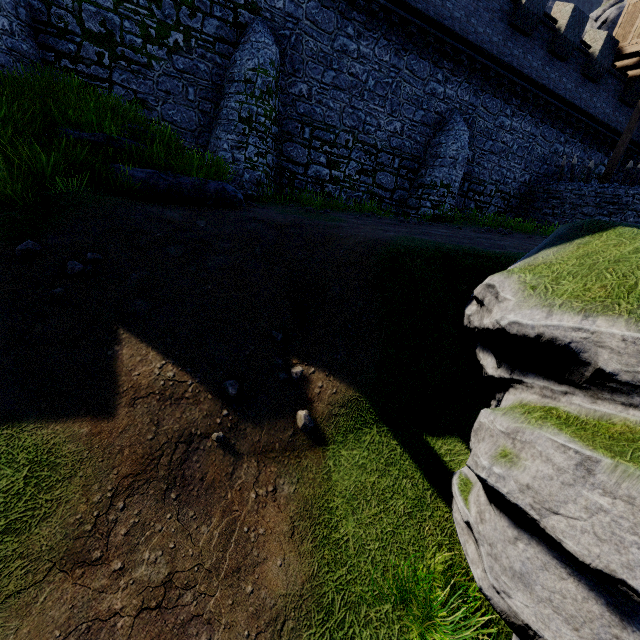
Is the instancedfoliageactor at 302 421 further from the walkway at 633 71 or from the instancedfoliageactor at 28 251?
the walkway at 633 71

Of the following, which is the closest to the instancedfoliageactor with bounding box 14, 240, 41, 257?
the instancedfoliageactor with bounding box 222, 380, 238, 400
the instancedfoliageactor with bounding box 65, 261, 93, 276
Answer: the instancedfoliageactor with bounding box 65, 261, 93, 276

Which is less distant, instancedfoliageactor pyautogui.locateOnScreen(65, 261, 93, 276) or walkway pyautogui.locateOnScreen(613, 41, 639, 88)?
instancedfoliageactor pyautogui.locateOnScreen(65, 261, 93, 276)

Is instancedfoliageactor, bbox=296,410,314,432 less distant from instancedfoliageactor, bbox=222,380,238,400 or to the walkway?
instancedfoliageactor, bbox=222,380,238,400

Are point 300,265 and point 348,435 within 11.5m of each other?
yes

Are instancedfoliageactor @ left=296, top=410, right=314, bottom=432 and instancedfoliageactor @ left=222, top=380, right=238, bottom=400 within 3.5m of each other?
yes

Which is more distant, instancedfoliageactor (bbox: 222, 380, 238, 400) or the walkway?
the walkway

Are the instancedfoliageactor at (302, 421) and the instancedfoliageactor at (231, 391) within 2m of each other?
yes
